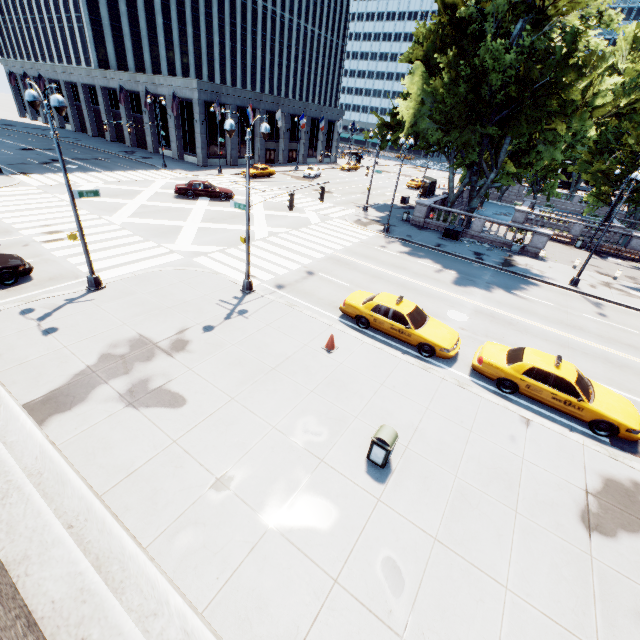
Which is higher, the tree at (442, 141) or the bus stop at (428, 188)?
the tree at (442, 141)

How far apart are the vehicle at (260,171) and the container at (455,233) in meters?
26.1 m

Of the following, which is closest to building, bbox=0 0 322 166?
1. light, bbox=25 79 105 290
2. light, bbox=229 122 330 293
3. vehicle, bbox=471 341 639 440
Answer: light, bbox=229 122 330 293

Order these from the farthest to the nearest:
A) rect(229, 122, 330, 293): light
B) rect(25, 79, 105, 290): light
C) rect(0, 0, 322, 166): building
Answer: rect(0, 0, 322, 166): building, rect(229, 122, 330, 293): light, rect(25, 79, 105, 290): light

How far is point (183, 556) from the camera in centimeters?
629cm

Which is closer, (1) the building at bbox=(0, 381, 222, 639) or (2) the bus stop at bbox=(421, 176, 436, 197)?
(1) the building at bbox=(0, 381, 222, 639)

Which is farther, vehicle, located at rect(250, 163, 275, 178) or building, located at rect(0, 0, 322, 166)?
building, located at rect(0, 0, 322, 166)

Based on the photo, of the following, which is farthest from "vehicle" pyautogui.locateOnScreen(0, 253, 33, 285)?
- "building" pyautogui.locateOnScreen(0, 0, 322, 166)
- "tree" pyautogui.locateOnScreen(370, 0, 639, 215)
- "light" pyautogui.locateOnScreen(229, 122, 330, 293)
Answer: "building" pyautogui.locateOnScreen(0, 0, 322, 166)
